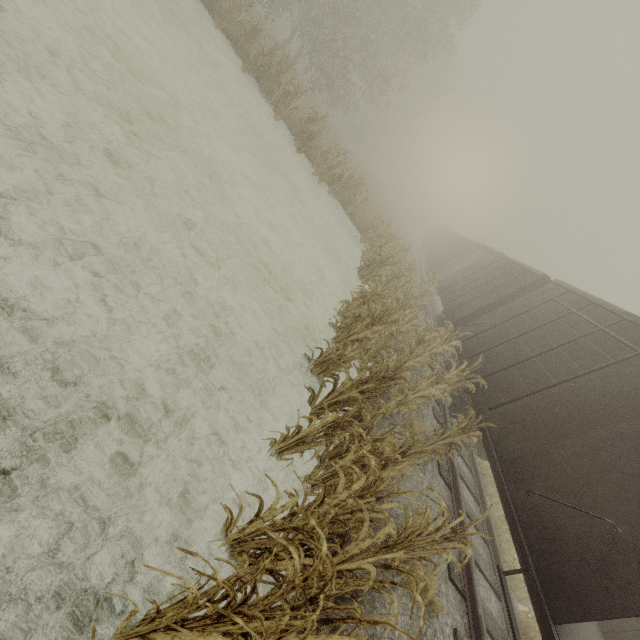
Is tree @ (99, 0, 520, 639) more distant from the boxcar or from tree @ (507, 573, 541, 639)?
tree @ (507, 573, 541, 639)

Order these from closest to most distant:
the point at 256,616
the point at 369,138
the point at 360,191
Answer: the point at 256,616
the point at 360,191
the point at 369,138

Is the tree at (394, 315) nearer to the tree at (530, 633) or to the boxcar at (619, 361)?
the boxcar at (619, 361)

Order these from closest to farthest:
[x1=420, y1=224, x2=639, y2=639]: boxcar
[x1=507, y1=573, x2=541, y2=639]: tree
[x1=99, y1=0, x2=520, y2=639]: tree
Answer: [x1=99, y1=0, x2=520, y2=639]: tree < [x1=420, y1=224, x2=639, y2=639]: boxcar < [x1=507, y1=573, x2=541, y2=639]: tree

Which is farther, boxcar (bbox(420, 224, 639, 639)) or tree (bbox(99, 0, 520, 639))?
boxcar (bbox(420, 224, 639, 639))

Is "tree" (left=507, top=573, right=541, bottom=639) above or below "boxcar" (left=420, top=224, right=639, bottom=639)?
below

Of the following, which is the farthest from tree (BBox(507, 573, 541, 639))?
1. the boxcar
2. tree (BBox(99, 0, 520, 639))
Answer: tree (BBox(99, 0, 520, 639))

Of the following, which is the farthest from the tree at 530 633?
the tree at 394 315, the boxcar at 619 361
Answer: the tree at 394 315
